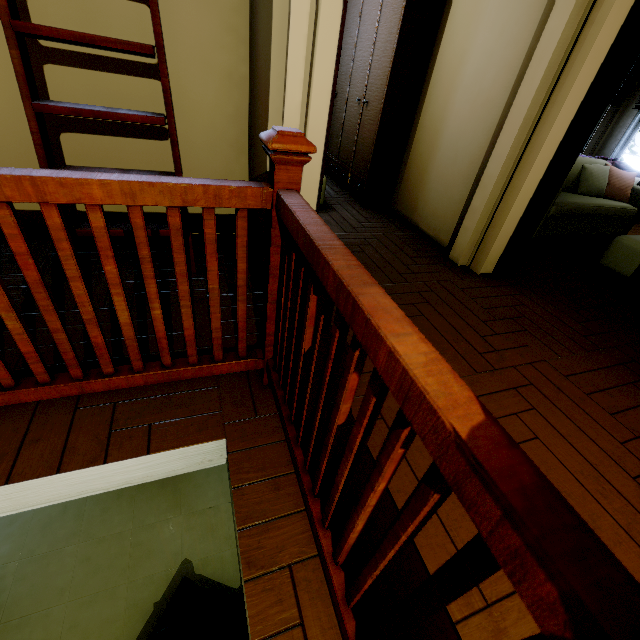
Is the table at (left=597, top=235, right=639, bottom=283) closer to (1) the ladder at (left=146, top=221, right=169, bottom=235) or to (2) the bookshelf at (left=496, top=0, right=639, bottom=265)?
(2) the bookshelf at (left=496, top=0, right=639, bottom=265)

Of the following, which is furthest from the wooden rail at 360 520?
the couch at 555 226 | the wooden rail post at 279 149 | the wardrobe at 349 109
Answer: the couch at 555 226

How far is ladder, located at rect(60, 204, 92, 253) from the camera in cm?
185

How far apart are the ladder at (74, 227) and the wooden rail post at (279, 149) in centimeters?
105cm

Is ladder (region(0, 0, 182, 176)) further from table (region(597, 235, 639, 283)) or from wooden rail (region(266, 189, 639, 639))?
table (region(597, 235, 639, 283))

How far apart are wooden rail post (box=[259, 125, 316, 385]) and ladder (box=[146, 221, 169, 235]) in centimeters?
105cm

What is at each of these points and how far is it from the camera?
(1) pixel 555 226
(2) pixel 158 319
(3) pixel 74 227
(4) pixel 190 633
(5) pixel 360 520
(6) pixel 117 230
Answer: (1) couch, 3.95m
(2) wooden rail, 1.19m
(3) ladder, 1.87m
(4) couch, 2.48m
(5) wooden rail, 0.70m
(6) ladder, 1.92m
